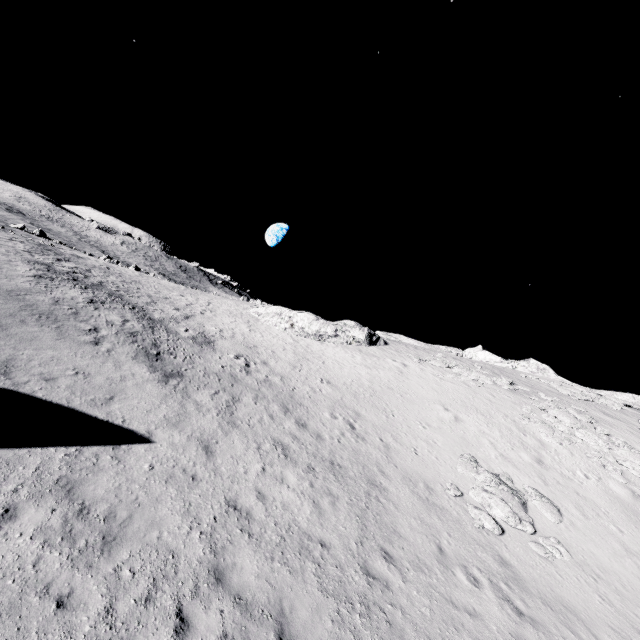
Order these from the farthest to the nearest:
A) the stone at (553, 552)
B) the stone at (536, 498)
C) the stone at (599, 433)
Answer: the stone at (599, 433)
the stone at (536, 498)
the stone at (553, 552)

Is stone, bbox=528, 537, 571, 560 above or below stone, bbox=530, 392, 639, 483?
below

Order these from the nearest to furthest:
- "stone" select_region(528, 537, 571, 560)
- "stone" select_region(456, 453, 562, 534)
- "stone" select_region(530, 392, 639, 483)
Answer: "stone" select_region(528, 537, 571, 560) < "stone" select_region(456, 453, 562, 534) < "stone" select_region(530, 392, 639, 483)

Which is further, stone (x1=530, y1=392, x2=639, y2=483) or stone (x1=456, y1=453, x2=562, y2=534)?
stone (x1=530, y1=392, x2=639, y2=483)

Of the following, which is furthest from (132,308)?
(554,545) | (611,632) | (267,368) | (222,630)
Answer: (611,632)

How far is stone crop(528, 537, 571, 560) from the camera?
11.7 meters

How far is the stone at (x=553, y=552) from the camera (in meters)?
11.72
